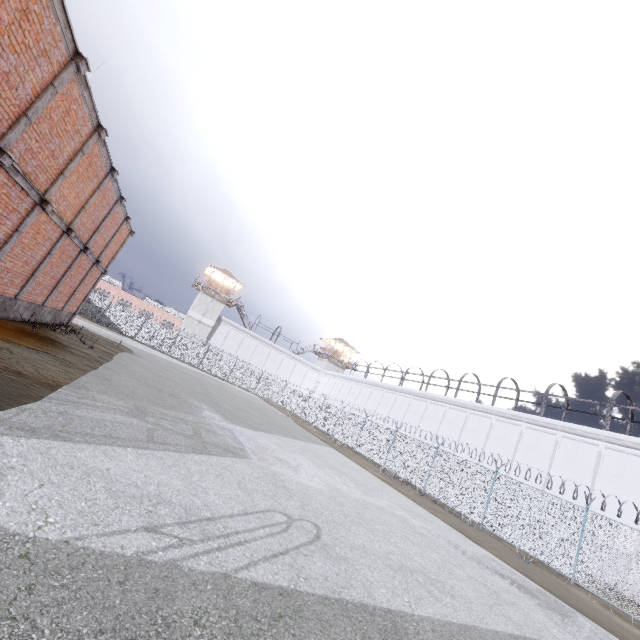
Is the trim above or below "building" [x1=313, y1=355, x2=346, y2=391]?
below

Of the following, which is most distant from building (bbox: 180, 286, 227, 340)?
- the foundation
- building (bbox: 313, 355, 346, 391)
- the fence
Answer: the foundation

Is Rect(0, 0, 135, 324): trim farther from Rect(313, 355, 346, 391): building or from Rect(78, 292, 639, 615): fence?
Rect(313, 355, 346, 391): building

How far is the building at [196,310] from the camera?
47.2 meters

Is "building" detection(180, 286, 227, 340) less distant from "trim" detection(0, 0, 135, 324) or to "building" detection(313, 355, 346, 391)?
"building" detection(313, 355, 346, 391)

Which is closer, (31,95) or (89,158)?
(31,95)

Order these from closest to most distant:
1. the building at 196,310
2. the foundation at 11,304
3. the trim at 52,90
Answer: the trim at 52,90
the foundation at 11,304
the building at 196,310

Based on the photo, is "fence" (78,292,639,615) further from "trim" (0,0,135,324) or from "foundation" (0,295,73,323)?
"foundation" (0,295,73,323)
